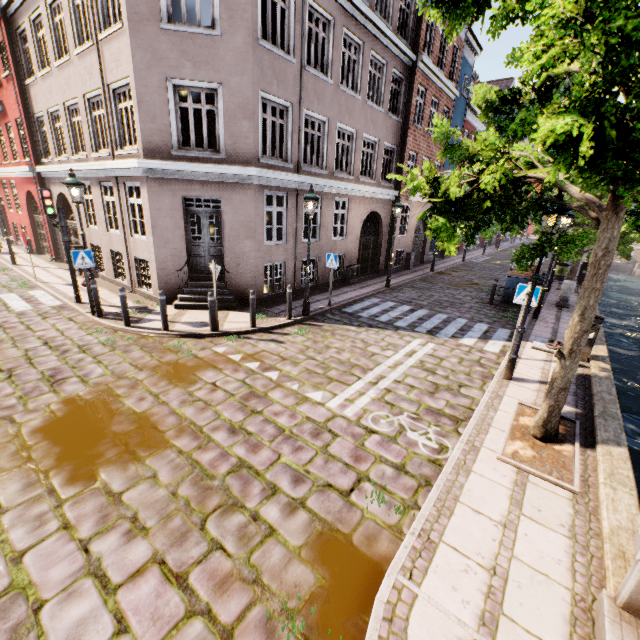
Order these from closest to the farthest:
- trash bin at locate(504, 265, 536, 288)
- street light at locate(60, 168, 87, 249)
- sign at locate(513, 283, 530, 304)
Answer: sign at locate(513, 283, 530, 304)
street light at locate(60, 168, 87, 249)
trash bin at locate(504, 265, 536, 288)

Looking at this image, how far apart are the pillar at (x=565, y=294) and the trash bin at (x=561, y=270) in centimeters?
702cm

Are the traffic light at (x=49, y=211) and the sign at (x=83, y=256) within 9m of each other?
yes

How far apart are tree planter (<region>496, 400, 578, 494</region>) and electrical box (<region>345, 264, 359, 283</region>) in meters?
10.0 m

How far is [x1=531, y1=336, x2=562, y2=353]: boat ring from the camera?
8.8m

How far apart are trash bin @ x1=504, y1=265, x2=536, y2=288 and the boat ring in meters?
4.0

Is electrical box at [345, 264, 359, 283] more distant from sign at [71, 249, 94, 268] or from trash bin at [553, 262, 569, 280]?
trash bin at [553, 262, 569, 280]

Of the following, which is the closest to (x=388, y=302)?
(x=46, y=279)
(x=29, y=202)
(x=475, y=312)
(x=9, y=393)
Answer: (x=475, y=312)
